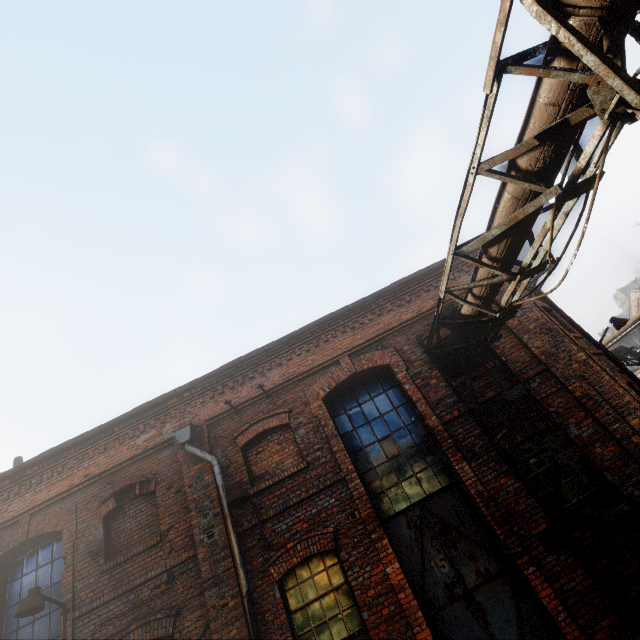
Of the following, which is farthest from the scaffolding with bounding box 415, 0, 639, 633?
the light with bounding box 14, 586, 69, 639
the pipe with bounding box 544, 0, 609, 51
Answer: the light with bounding box 14, 586, 69, 639

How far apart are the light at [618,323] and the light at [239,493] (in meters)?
10.71

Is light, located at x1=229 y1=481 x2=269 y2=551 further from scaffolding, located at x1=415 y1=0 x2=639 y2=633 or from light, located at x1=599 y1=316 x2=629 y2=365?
light, located at x1=599 y1=316 x2=629 y2=365

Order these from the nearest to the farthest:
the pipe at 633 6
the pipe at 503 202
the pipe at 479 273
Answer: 1. the pipe at 633 6
2. the pipe at 503 202
3. the pipe at 479 273

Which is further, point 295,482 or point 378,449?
point 378,449

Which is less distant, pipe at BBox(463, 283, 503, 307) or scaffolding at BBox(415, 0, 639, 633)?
scaffolding at BBox(415, 0, 639, 633)

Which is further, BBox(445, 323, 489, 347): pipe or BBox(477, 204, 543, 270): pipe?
BBox(445, 323, 489, 347): pipe

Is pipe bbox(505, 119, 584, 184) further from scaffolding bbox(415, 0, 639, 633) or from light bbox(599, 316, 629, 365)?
light bbox(599, 316, 629, 365)
